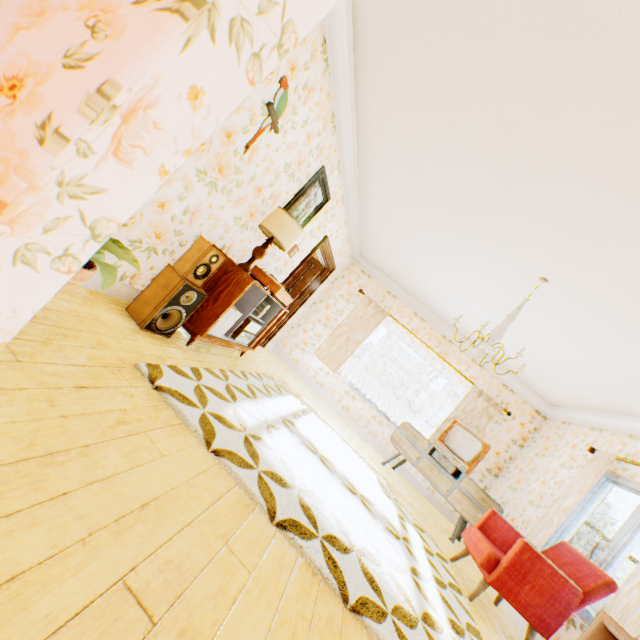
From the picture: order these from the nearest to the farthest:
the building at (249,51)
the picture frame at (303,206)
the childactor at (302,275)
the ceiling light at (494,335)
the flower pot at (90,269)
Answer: the building at (249,51), the flower pot at (90,269), the ceiling light at (494,335), the picture frame at (303,206), the childactor at (302,275)

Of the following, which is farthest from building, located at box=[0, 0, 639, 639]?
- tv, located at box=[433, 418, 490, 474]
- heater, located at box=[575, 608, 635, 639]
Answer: tv, located at box=[433, 418, 490, 474]

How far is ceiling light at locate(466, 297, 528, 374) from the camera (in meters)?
3.30

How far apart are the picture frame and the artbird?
1.1 meters

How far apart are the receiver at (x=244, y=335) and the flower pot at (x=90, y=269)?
2.35m

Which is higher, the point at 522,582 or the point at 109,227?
the point at 109,227

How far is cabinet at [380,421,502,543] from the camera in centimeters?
516cm

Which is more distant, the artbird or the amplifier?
the amplifier
